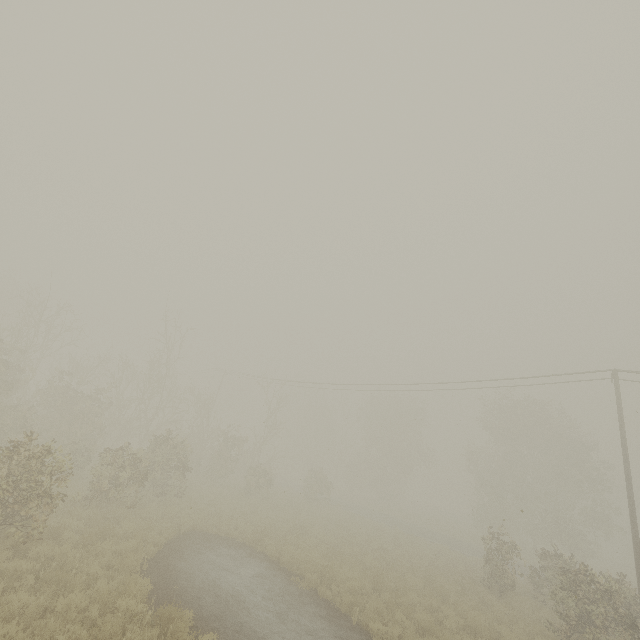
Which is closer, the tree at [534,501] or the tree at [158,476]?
the tree at [158,476]

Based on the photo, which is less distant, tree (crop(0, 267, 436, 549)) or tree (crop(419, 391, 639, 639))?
tree (crop(0, 267, 436, 549))

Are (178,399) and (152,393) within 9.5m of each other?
yes
